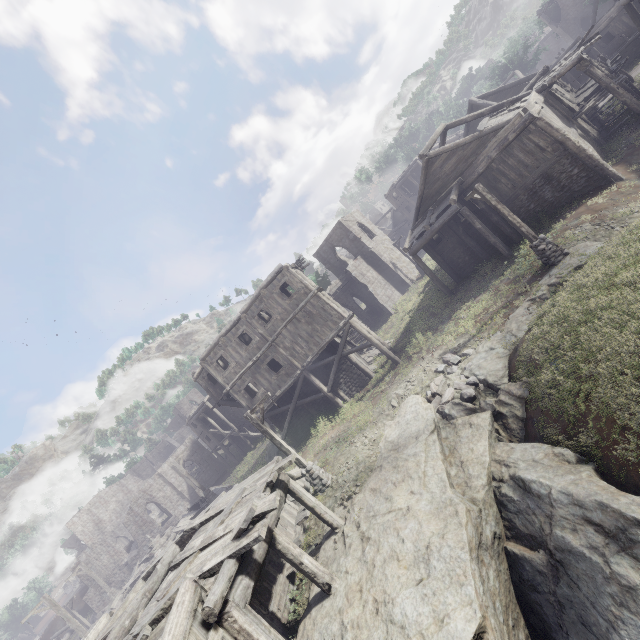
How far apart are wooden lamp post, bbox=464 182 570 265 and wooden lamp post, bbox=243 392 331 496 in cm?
1277

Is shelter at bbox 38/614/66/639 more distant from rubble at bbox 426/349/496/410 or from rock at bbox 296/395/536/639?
rubble at bbox 426/349/496/410

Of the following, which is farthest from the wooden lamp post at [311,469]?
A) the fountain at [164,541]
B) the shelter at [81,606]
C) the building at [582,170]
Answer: the shelter at [81,606]

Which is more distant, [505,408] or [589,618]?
[505,408]

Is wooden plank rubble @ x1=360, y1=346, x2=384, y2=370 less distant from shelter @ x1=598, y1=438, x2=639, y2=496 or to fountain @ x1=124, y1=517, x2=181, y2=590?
shelter @ x1=598, y1=438, x2=639, y2=496

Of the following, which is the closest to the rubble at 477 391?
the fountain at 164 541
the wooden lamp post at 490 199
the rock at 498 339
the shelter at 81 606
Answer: the rock at 498 339

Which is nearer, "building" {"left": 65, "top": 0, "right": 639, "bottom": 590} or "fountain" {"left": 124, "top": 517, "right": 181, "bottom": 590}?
"building" {"left": 65, "top": 0, "right": 639, "bottom": 590}

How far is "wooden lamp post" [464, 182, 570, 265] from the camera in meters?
13.8
